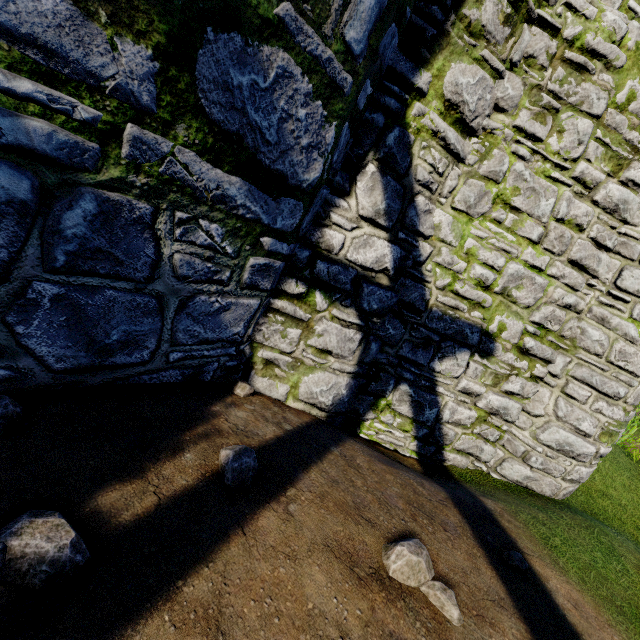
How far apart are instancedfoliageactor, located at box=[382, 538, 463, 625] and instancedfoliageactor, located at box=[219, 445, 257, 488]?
1.01m

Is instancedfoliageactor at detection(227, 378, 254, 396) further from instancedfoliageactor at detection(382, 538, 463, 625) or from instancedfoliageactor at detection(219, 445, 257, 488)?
instancedfoliageactor at detection(382, 538, 463, 625)

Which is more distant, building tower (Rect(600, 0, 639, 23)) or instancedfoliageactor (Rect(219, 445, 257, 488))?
building tower (Rect(600, 0, 639, 23))

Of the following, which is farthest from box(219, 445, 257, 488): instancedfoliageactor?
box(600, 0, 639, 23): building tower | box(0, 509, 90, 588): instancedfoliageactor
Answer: box(600, 0, 639, 23): building tower

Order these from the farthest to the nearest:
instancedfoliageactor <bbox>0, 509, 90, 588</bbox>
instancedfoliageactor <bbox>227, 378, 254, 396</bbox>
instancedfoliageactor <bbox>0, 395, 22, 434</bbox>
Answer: instancedfoliageactor <bbox>227, 378, 254, 396</bbox>
instancedfoliageactor <bbox>0, 395, 22, 434</bbox>
instancedfoliageactor <bbox>0, 509, 90, 588</bbox>

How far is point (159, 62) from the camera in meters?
1.7

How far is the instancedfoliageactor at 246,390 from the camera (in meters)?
3.51

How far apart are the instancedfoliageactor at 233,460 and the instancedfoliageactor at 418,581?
1.01m
